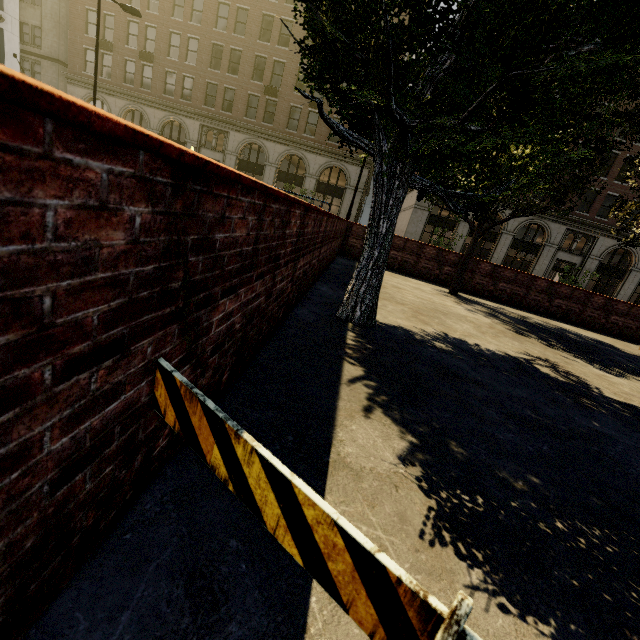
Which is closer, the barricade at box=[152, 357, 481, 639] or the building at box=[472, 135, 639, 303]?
the barricade at box=[152, 357, 481, 639]

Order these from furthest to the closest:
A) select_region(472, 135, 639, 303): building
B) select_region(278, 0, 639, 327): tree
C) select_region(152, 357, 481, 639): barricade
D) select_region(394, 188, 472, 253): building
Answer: select_region(394, 188, 472, 253): building, select_region(472, 135, 639, 303): building, select_region(278, 0, 639, 327): tree, select_region(152, 357, 481, 639): barricade

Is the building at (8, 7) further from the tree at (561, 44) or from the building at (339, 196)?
the tree at (561, 44)

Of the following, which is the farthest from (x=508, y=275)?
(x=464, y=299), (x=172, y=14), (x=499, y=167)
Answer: (x=172, y=14)

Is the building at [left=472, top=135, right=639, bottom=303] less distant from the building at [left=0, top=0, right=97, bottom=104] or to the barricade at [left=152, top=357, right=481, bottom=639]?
the building at [left=0, top=0, right=97, bottom=104]

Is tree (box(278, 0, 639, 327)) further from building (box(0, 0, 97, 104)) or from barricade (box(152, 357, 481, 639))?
building (box(0, 0, 97, 104))

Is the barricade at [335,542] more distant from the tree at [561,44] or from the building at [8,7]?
the building at [8,7]

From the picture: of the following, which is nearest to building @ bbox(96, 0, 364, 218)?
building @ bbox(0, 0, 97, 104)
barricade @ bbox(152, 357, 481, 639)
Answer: building @ bbox(0, 0, 97, 104)
